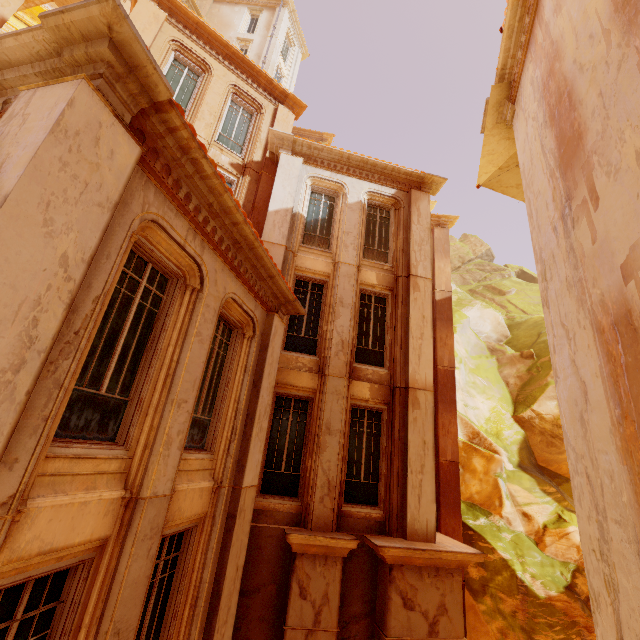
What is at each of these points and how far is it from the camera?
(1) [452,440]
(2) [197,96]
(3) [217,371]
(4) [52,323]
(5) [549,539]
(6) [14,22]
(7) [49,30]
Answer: (1) column, 13.01m
(2) window, 11.60m
(3) window, 6.68m
(4) column, 2.85m
(5) rock, 14.02m
(6) window, 11.55m
(7) trim, 3.17m

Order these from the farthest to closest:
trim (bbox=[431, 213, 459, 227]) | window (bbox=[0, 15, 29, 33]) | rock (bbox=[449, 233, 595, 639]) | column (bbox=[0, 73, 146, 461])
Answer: trim (bbox=[431, 213, 459, 227]), rock (bbox=[449, 233, 595, 639]), window (bbox=[0, 15, 29, 33]), column (bbox=[0, 73, 146, 461])

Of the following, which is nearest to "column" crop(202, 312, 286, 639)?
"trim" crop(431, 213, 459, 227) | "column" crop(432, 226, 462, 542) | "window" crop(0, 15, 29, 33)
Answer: "column" crop(432, 226, 462, 542)

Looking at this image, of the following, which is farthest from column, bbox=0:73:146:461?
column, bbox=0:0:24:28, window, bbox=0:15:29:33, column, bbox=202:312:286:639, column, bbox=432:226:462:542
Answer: column, bbox=432:226:462:542

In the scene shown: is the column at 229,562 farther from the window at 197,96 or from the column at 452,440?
the column at 452,440

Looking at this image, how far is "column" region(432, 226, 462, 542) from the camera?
12.1m

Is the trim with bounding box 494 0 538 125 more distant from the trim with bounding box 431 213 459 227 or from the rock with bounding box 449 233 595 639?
the rock with bounding box 449 233 595 639

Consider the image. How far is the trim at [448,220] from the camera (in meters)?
16.95
